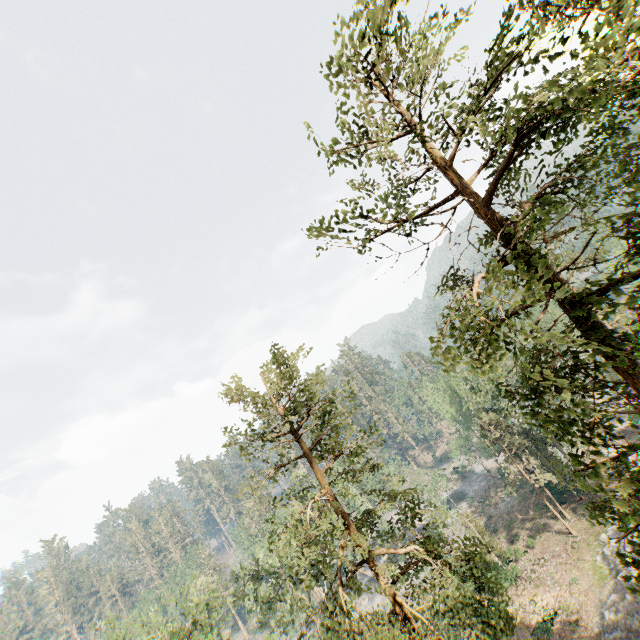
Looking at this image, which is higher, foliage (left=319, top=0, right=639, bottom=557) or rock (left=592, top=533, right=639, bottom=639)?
foliage (left=319, top=0, right=639, bottom=557)

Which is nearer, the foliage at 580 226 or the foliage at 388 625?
the foliage at 580 226

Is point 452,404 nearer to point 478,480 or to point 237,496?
point 478,480

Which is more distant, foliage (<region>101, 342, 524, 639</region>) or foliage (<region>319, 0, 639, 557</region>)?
foliage (<region>101, 342, 524, 639</region>)

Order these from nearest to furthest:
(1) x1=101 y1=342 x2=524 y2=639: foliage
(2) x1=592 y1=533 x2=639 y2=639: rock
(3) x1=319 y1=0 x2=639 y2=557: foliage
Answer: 1. (3) x1=319 y1=0 x2=639 y2=557: foliage
2. (1) x1=101 y1=342 x2=524 y2=639: foliage
3. (2) x1=592 y1=533 x2=639 y2=639: rock

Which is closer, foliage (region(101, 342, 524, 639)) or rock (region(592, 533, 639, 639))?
foliage (region(101, 342, 524, 639))

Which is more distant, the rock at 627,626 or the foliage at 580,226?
the rock at 627,626
